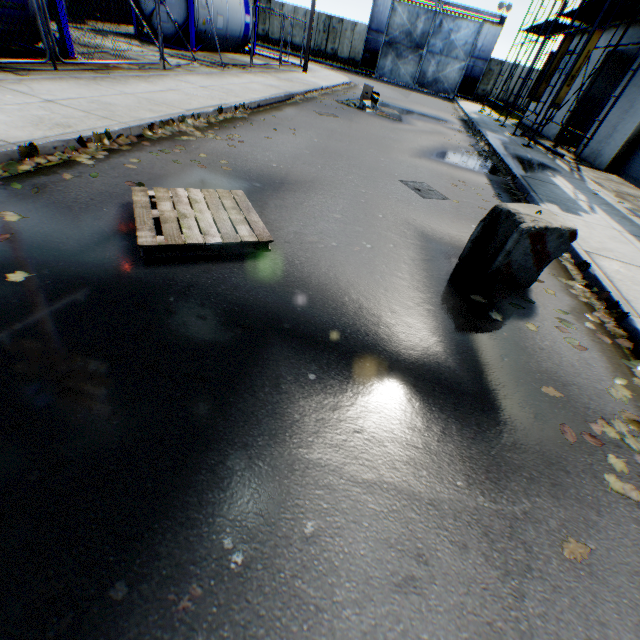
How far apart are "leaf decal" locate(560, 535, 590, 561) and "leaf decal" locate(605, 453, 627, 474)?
0.62m

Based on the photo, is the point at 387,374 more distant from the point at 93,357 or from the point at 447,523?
the point at 93,357

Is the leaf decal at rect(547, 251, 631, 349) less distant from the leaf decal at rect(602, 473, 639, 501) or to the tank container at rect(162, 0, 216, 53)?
the leaf decal at rect(602, 473, 639, 501)

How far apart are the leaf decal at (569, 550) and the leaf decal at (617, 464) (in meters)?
0.62

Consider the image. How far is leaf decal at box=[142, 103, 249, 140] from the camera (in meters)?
5.76

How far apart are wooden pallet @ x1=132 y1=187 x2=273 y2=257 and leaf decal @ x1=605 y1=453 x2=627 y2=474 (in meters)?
3.29

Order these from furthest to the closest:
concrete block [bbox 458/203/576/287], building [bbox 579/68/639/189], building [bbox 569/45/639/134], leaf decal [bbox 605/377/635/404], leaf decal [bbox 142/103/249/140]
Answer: building [bbox 569/45/639/134]
building [bbox 579/68/639/189]
leaf decal [bbox 142/103/249/140]
concrete block [bbox 458/203/576/287]
leaf decal [bbox 605/377/635/404]

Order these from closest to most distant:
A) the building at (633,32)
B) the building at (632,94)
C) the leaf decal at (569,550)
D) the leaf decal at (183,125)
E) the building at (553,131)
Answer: the leaf decal at (569,550), the leaf decal at (183,125), the building at (632,94), the building at (633,32), the building at (553,131)
